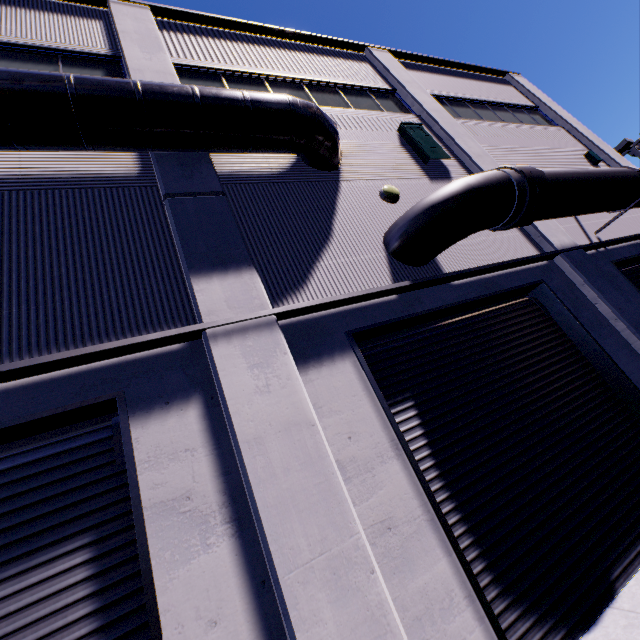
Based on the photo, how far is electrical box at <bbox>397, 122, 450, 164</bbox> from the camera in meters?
8.4

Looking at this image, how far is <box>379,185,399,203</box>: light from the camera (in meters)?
6.93

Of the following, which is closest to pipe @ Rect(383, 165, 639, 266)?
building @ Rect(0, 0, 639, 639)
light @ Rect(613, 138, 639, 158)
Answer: building @ Rect(0, 0, 639, 639)

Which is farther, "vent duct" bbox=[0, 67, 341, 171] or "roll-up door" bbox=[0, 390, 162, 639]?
"vent duct" bbox=[0, 67, 341, 171]

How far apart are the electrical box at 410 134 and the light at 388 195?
1.9m

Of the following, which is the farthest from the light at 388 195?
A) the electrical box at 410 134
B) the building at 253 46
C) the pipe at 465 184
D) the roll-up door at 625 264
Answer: the roll-up door at 625 264

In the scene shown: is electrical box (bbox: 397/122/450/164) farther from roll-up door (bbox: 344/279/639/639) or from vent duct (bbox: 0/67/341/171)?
roll-up door (bbox: 344/279/639/639)

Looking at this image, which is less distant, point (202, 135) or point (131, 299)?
point (131, 299)
